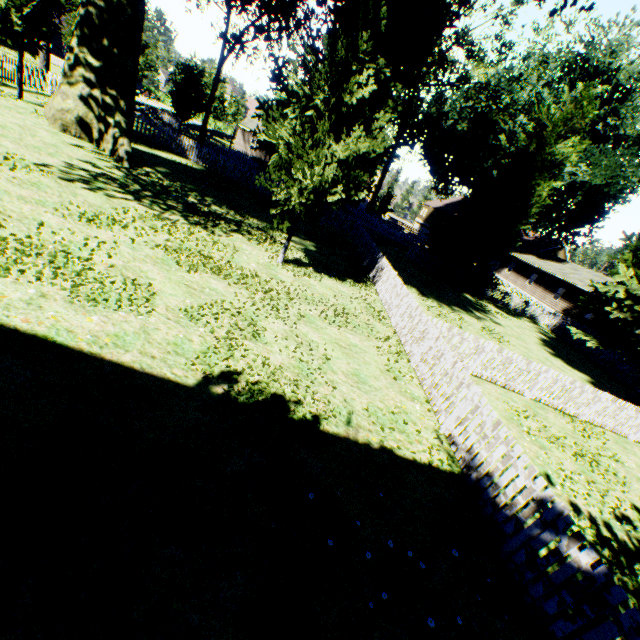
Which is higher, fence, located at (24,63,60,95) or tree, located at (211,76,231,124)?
tree, located at (211,76,231,124)

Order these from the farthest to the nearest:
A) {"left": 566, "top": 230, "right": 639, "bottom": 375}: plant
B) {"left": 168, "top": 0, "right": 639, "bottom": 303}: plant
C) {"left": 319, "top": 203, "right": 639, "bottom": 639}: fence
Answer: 1. {"left": 566, "top": 230, "right": 639, "bottom": 375}: plant
2. {"left": 168, "top": 0, "right": 639, "bottom": 303}: plant
3. {"left": 319, "top": 203, "right": 639, "bottom": 639}: fence

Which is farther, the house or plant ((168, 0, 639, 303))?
the house

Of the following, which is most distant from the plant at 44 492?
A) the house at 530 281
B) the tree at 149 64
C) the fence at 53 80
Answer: the house at 530 281

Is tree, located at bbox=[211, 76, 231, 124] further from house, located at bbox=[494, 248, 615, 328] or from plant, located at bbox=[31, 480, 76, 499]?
house, located at bbox=[494, 248, 615, 328]

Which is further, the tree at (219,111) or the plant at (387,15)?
the tree at (219,111)

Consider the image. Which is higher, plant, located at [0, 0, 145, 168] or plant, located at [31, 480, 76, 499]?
plant, located at [0, 0, 145, 168]

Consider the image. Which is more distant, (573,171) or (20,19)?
(573,171)
